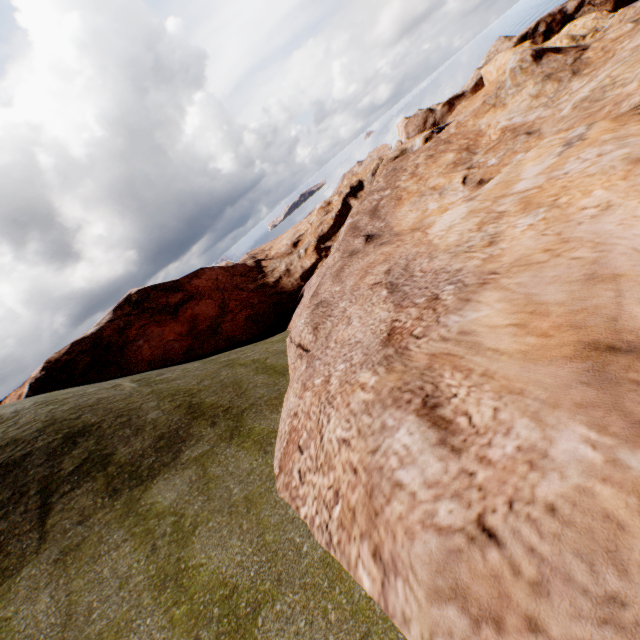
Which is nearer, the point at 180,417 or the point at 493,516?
the point at 493,516
